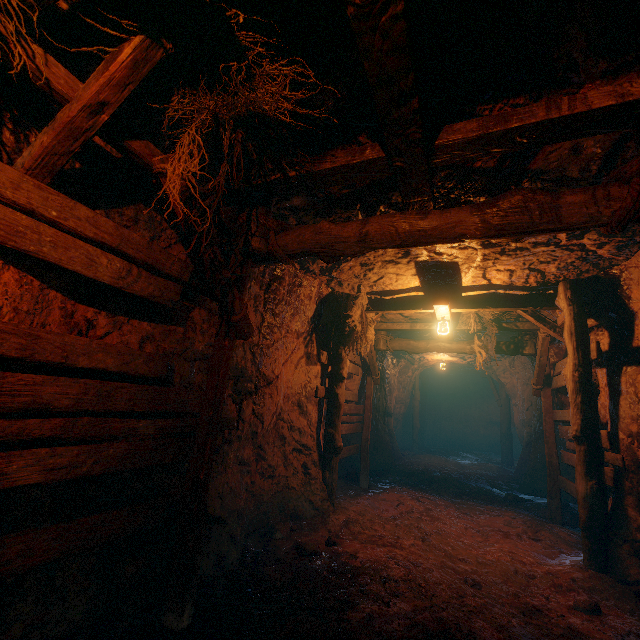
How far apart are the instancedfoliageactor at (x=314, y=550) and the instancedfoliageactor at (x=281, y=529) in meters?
0.6

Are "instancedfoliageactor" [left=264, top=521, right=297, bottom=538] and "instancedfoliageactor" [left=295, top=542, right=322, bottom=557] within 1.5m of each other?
yes

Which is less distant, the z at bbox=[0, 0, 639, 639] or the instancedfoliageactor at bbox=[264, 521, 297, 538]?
the z at bbox=[0, 0, 639, 639]

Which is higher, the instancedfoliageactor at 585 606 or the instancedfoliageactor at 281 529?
the instancedfoliageactor at 585 606

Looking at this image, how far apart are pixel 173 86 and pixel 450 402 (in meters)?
21.80

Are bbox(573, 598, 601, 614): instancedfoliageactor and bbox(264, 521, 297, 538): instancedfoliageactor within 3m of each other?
no

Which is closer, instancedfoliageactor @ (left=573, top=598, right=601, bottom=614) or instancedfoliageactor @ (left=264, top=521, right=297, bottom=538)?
instancedfoliageactor @ (left=573, top=598, right=601, bottom=614)

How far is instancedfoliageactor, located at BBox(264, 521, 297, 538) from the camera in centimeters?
489cm
